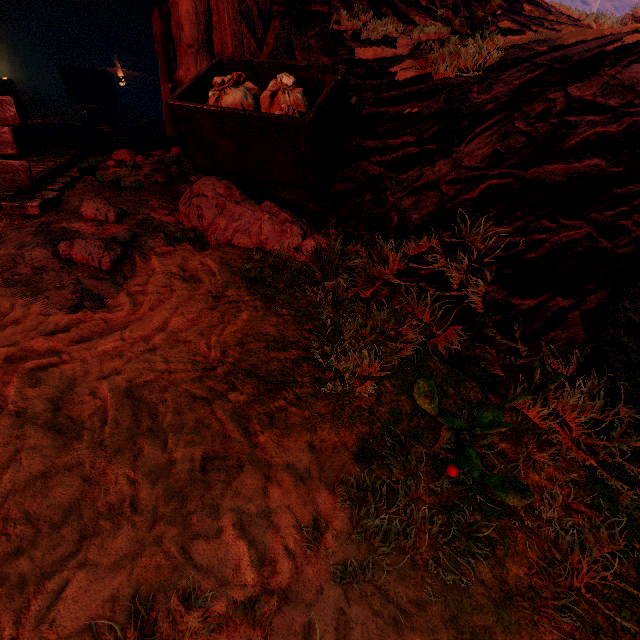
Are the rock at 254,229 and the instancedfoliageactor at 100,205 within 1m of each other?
yes

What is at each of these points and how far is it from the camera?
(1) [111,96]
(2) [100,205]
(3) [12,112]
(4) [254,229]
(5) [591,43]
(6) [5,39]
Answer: (1) tracks, 8.4 meters
(2) instancedfoliageactor, 3.1 meters
(3) tracks, 2.5 meters
(4) rock, 3.2 meters
(5) z, 2.9 meters
(6) z, 10.0 meters

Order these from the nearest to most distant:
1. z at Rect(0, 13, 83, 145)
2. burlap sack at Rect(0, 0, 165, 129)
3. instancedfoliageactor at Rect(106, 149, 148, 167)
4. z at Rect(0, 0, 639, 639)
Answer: z at Rect(0, 0, 639, 639)
instancedfoliageactor at Rect(106, 149, 148, 167)
z at Rect(0, 13, 83, 145)
burlap sack at Rect(0, 0, 165, 129)

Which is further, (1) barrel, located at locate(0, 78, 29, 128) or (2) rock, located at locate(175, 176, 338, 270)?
(1) barrel, located at locate(0, 78, 29, 128)

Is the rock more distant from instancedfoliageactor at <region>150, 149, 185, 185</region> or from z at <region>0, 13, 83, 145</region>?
instancedfoliageactor at <region>150, 149, 185, 185</region>

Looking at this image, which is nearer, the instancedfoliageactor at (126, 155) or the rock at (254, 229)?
the rock at (254, 229)

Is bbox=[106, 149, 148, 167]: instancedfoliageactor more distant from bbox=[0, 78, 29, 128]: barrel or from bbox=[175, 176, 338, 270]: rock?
bbox=[0, 78, 29, 128]: barrel

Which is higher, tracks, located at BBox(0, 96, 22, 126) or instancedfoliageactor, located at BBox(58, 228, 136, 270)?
tracks, located at BBox(0, 96, 22, 126)
